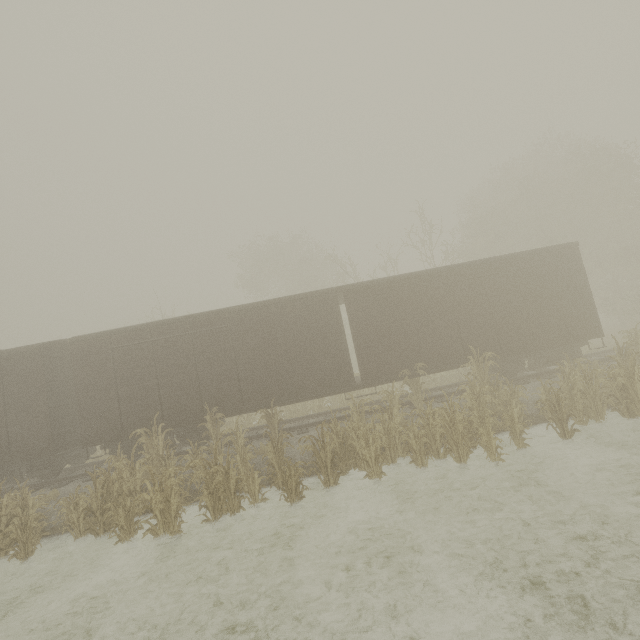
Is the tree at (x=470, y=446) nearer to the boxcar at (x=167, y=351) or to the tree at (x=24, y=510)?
the boxcar at (x=167, y=351)

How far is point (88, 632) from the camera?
5.3m

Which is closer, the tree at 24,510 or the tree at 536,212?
the tree at 24,510

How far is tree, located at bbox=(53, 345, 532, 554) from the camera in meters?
7.6 m

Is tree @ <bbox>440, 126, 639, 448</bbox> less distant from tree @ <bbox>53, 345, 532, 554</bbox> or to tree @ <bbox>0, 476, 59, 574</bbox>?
tree @ <bbox>53, 345, 532, 554</bbox>

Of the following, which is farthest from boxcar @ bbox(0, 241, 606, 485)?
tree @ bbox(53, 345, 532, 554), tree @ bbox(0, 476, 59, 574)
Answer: tree @ bbox(0, 476, 59, 574)

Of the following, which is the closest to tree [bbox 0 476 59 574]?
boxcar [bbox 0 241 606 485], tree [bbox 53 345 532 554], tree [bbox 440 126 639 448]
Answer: boxcar [bbox 0 241 606 485]

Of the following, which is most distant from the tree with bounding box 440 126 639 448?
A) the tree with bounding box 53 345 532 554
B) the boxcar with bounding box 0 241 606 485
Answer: the tree with bounding box 53 345 532 554
